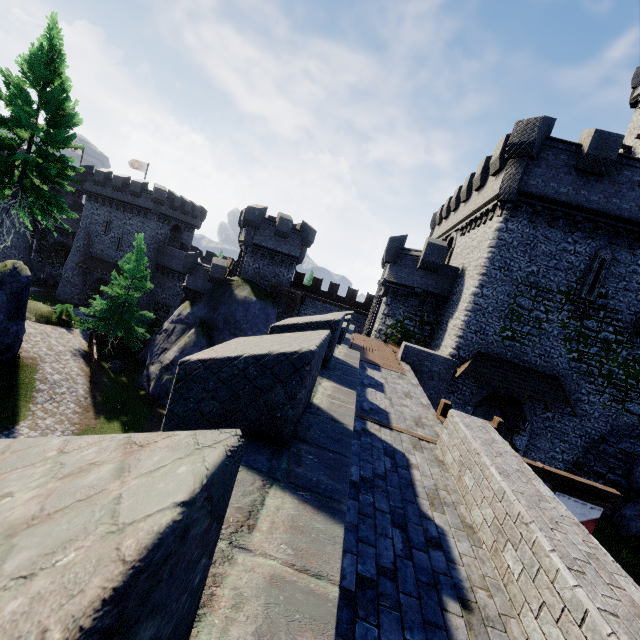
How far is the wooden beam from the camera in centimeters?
777cm

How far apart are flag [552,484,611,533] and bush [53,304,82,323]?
35.3m

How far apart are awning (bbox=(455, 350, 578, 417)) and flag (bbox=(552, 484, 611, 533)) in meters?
8.7

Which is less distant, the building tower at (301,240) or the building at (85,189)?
the building tower at (301,240)

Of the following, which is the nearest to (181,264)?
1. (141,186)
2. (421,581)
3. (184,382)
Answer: (141,186)

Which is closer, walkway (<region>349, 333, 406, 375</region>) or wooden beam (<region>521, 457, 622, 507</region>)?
wooden beam (<region>521, 457, 622, 507</region>)

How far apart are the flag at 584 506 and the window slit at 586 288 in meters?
11.9

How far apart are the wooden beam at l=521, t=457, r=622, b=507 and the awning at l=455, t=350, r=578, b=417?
9.01m
